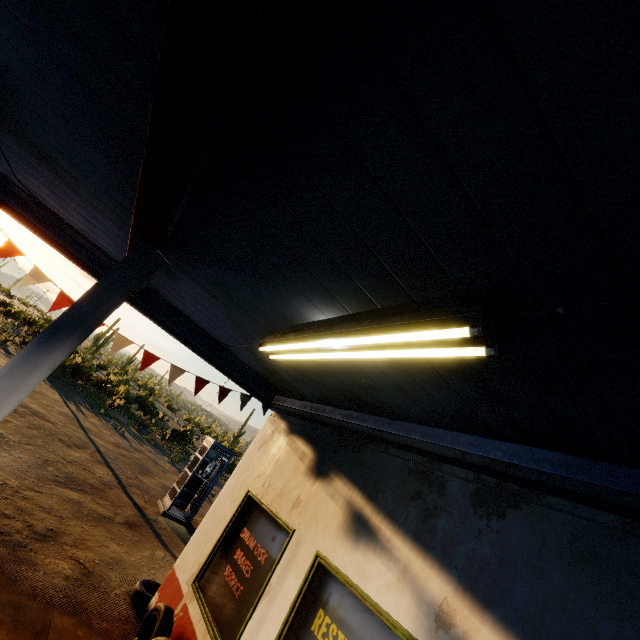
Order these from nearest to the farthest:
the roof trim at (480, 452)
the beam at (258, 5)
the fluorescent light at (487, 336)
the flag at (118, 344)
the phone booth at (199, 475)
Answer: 1. the beam at (258, 5)
2. the fluorescent light at (487, 336)
3. the roof trim at (480, 452)
4. the flag at (118, 344)
5. the phone booth at (199, 475)

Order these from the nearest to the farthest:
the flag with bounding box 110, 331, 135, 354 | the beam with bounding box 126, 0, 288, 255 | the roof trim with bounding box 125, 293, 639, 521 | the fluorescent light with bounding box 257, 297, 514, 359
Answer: the beam with bounding box 126, 0, 288, 255, the fluorescent light with bounding box 257, 297, 514, 359, the roof trim with bounding box 125, 293, 639, 521, the flag with bounding box 110, 331, 135, 354

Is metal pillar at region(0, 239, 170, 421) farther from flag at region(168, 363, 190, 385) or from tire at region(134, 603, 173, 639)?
tire at region(134, 603, 173, 639)

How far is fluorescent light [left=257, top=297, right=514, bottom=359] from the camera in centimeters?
174cm

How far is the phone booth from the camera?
11.0 meters

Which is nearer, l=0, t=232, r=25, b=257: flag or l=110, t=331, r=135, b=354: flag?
l=0, t=232, r=25, b=257: flag

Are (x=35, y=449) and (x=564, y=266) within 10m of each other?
no

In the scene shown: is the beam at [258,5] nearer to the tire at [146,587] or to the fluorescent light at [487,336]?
the fluorescent light at [487,336]
